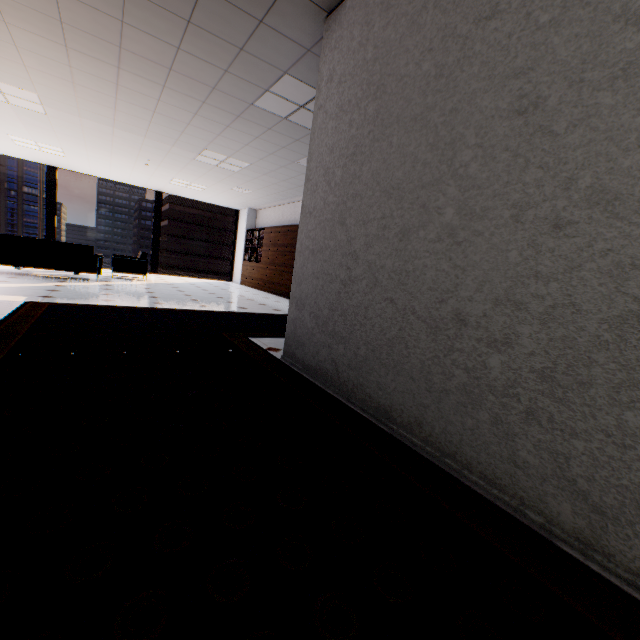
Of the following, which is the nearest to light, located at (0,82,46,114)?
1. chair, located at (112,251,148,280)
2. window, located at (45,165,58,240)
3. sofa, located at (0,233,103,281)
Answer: sofa, located at (0,233,103,281)

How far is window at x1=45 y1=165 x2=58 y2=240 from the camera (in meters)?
9.94

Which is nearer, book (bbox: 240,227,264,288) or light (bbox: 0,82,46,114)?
light (bbox: 0,82,46,114)

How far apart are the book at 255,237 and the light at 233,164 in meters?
3.5 m

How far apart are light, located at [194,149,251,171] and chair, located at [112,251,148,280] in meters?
3.2 m

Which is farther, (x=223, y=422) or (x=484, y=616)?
(x=223, y=422)

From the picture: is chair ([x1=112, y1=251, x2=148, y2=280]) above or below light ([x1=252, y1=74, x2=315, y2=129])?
below

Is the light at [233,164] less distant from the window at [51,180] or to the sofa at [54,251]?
the sofa at [54,251]
